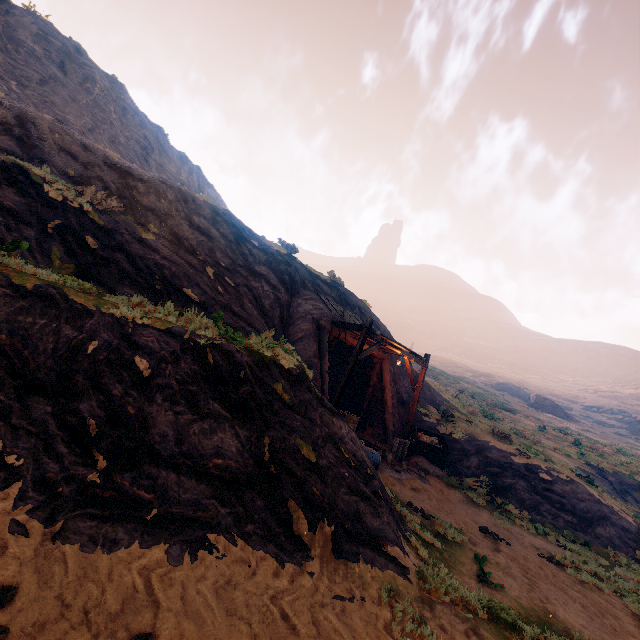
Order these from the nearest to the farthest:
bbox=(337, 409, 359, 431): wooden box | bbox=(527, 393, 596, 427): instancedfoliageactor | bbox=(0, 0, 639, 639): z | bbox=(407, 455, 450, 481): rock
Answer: bbox=(0, 0, 639, 639): z, bbox=(337, 409, 359, 431): wooden box, bbox=(407, 455, 450, 481): rock, bbox=(527, 393, 596, 427): instancedfoliageactor

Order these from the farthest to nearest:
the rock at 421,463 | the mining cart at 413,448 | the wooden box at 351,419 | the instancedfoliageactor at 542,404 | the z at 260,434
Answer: the instancedfoliageactor at 542,404 → the mining cart at 413,448 → the rock at 421,463 → the wooden box at 351,419 → the z at 260,434

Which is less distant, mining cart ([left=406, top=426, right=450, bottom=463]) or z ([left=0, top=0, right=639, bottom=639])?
z ([left=0, top=0, right=639, bottom=639])

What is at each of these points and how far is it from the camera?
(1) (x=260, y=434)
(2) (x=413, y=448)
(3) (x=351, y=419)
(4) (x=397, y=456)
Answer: (1) z, 5.3m
(2) mining cart, 14.0m
(3) wooden box, 12.0m
(4) tracks, 12.3m

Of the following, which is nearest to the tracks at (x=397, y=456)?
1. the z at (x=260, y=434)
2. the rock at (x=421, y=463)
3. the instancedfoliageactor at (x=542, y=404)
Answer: the z at (x=260, y=434)

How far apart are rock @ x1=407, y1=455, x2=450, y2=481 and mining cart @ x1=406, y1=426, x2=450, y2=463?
0.0m

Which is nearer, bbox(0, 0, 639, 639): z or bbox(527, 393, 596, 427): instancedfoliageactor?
bbox(0, 0, 639, 639): z

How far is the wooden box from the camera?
11.7 meters
